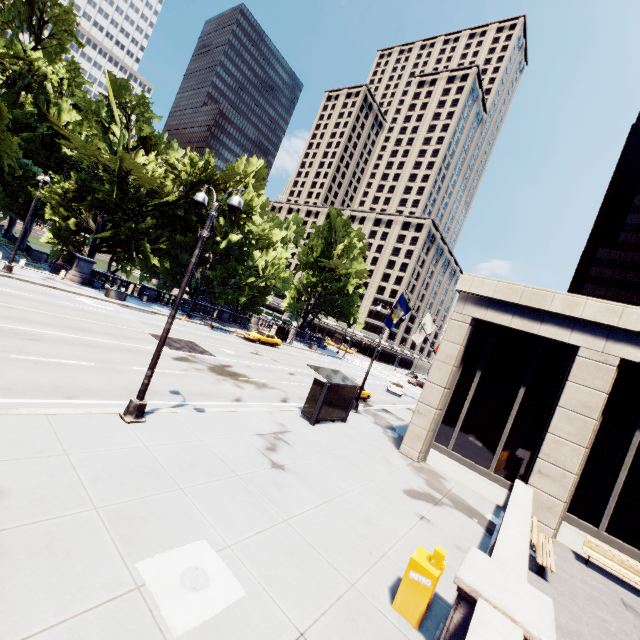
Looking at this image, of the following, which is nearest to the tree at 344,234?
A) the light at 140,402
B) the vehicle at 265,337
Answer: the vehicle at 265,337

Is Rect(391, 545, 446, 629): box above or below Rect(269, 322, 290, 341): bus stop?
below

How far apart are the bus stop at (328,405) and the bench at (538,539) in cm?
895

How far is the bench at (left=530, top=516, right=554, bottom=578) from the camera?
9.8m

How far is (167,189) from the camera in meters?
33.2 m

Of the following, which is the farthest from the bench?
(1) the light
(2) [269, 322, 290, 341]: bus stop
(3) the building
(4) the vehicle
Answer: (2) [269, 322, 290, 341]: bus stop

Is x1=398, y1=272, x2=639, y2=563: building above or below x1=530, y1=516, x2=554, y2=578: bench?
above

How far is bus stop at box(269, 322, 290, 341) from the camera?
44.6m
